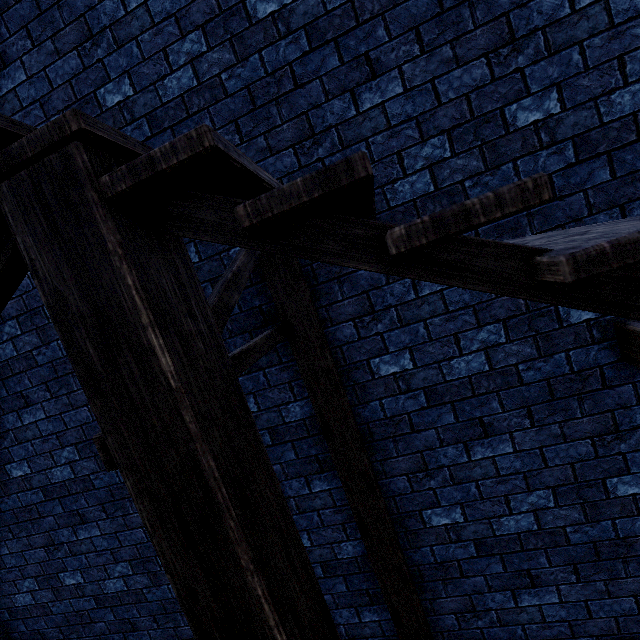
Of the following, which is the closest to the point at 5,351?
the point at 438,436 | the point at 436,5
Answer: the point at 438,436
